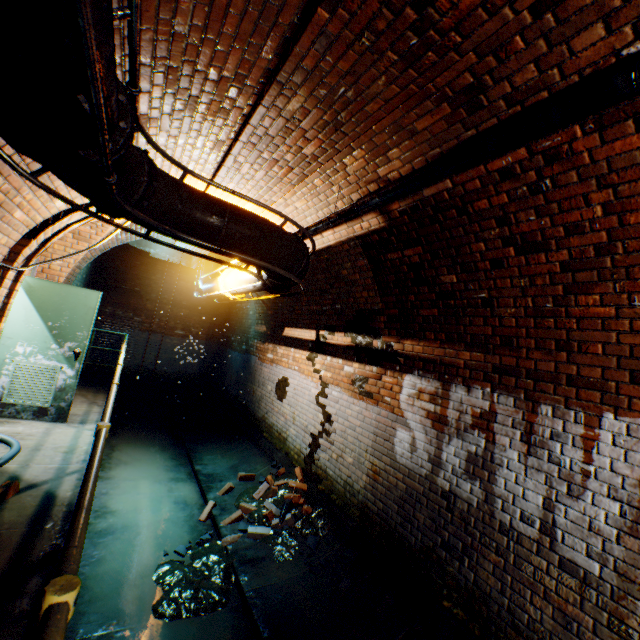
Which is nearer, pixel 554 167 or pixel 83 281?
pixel 554 167

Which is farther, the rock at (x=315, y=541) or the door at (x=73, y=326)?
the door at (x=73, y=326)

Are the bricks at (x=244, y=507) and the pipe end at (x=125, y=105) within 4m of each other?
no

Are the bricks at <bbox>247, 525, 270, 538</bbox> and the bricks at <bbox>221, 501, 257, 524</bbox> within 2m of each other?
yes

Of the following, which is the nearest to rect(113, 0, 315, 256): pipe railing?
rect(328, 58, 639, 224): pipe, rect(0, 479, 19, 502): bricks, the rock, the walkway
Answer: rect(328, 58, 639, 224): pipe

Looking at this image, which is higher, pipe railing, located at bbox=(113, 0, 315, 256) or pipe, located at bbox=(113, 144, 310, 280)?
pipe railing, located at bbox=(113, 0, 315, 256)

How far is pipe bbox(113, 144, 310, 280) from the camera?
2.2m

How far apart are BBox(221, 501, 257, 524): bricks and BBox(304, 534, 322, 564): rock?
1.02m
